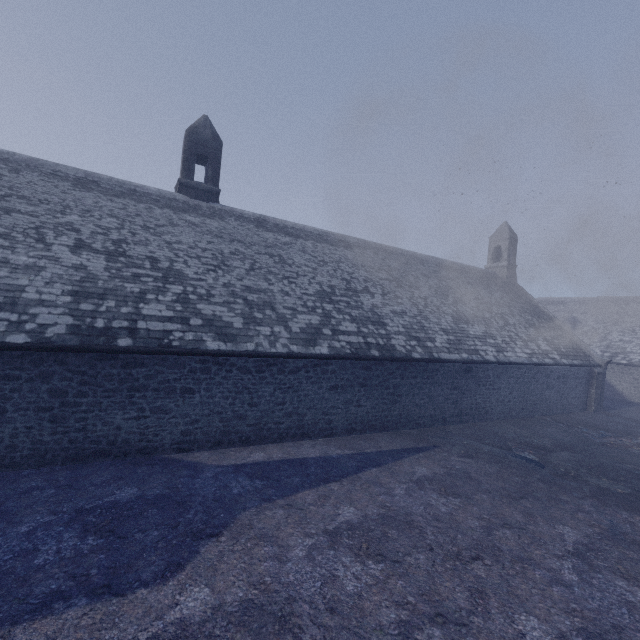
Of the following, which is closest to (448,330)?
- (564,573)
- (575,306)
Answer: (564,573)
